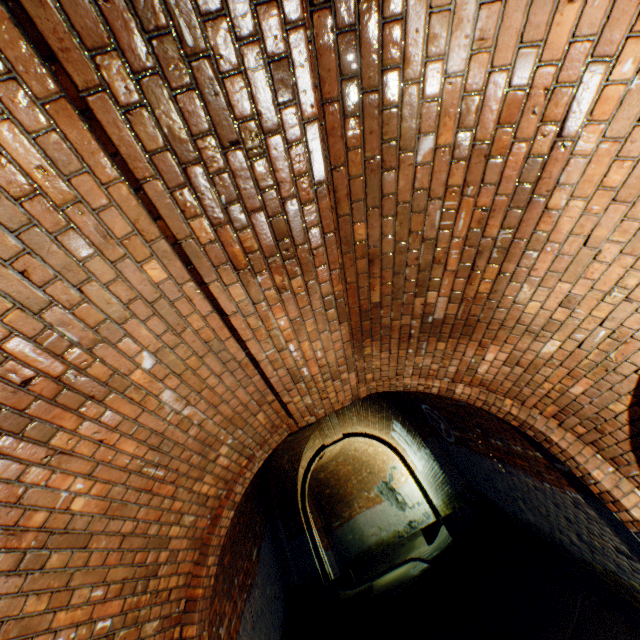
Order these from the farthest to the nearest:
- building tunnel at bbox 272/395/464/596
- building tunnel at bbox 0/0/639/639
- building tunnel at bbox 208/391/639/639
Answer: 1. building tunnel at bbox 272/395/464/596
2. building tunnel at bbox 208/391/639/639
3. building tunnel at bbox 0/0/639/639

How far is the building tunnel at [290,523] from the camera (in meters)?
9.84

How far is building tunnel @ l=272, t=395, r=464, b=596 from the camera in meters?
9.8 m

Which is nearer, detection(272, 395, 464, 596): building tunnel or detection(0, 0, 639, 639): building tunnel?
detection(0, 0, 639, 639): building tunnel

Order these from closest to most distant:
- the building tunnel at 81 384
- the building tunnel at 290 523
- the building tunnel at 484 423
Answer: the building tunnel at 81 384 → the building tunnel at 484 423 → the building tunnel at 290 523

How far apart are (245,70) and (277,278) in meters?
1.0
